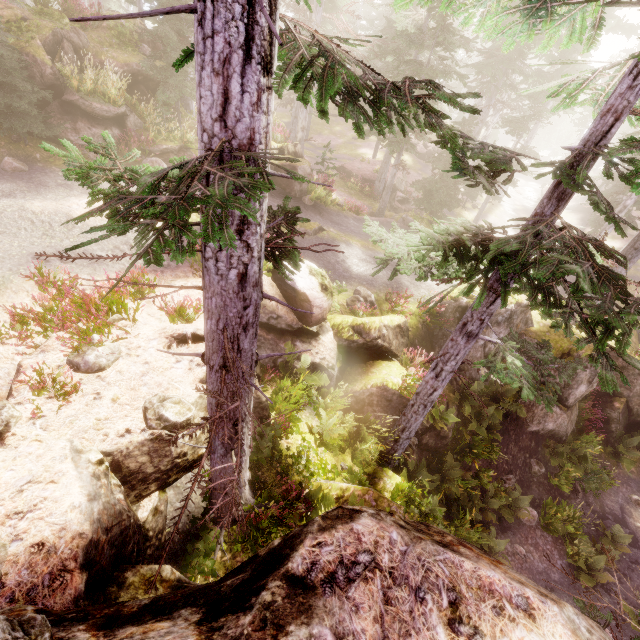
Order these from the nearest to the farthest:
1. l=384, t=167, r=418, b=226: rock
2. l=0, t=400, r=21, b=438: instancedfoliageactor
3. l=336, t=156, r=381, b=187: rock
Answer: l=0, t=400, r=21, b=438: instancedfoliageactor
l=384, t=167, r=418, b=226: rock
l=336, t=156, r=381, b=187: rock

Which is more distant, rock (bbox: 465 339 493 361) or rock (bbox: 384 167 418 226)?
rock (bbox: 384 167 418 226)

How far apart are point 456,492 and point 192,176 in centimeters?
1310cm

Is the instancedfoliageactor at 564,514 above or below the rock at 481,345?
below

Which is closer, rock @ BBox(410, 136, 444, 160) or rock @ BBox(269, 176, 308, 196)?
rock @ BBox(269, 176, 308, 196)

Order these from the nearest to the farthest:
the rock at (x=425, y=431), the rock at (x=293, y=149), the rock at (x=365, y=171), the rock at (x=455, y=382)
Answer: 1. the rock at (x=425, y=431)
2. the rock at (x=455, y=382)
3. the rock at (x=293, y=149)
4. the rock at (x=365, y=171)

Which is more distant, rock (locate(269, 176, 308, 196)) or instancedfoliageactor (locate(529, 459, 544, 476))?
rock (locate(269, 176, 308, 196))

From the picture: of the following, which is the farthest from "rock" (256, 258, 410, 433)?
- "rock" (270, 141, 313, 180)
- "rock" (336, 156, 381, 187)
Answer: "rock" (336, 156, 381, 187)
